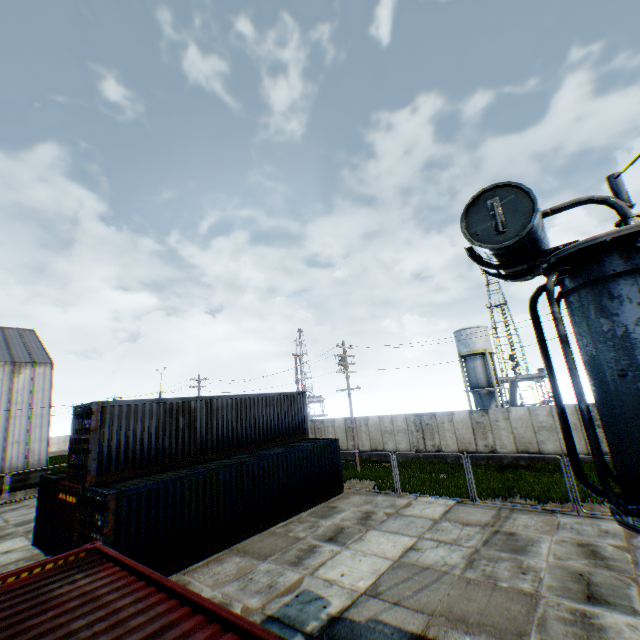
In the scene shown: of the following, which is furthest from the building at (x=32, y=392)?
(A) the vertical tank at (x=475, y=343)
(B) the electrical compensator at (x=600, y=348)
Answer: (A) the vertical tank at (x=475, y=343)

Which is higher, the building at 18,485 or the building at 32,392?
the building at 32,392

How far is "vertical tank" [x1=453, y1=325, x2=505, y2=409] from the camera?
38.59m

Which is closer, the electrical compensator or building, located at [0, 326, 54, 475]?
the electrical compensator

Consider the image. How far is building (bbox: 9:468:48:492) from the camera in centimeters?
2614cm

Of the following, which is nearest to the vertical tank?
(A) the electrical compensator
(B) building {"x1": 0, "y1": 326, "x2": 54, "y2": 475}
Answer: (A) the electrical compensator

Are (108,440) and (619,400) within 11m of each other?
no
